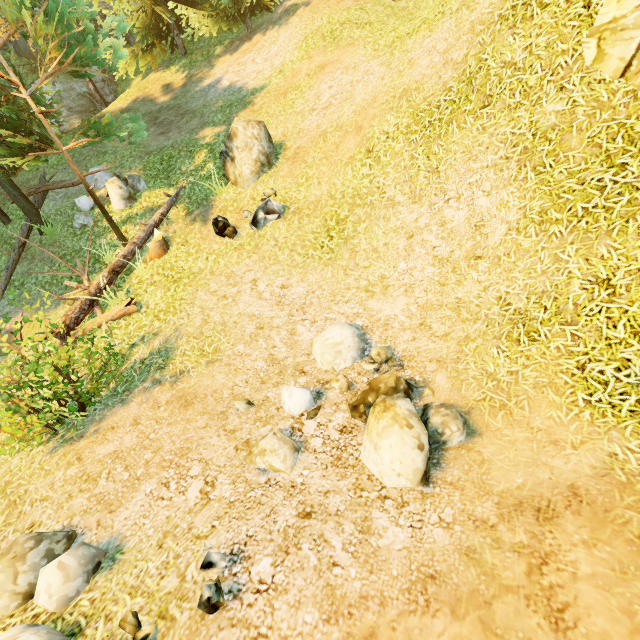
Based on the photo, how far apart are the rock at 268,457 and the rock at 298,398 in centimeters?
33cm

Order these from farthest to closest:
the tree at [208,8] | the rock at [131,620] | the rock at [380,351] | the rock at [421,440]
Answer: the tree at [208,8] → the rock at [380,351] → the rock at [421,440] → the rock at [131,620]

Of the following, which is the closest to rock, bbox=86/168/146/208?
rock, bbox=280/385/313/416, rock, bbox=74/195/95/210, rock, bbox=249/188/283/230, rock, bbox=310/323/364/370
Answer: rock, bbox=74/195/95/210

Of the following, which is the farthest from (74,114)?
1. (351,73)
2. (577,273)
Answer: (577,273)

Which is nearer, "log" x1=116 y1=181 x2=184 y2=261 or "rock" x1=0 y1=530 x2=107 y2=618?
"rock" x1=0 y1=530 x2=107 y2=618

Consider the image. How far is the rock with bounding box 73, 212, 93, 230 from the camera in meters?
11.0

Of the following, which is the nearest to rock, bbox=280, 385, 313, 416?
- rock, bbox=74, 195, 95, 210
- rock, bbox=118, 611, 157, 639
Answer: rock, bbox=118, 611, 157, 639

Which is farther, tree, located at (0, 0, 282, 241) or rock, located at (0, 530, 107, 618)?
tree, located at (0, 0, 282, 241)
